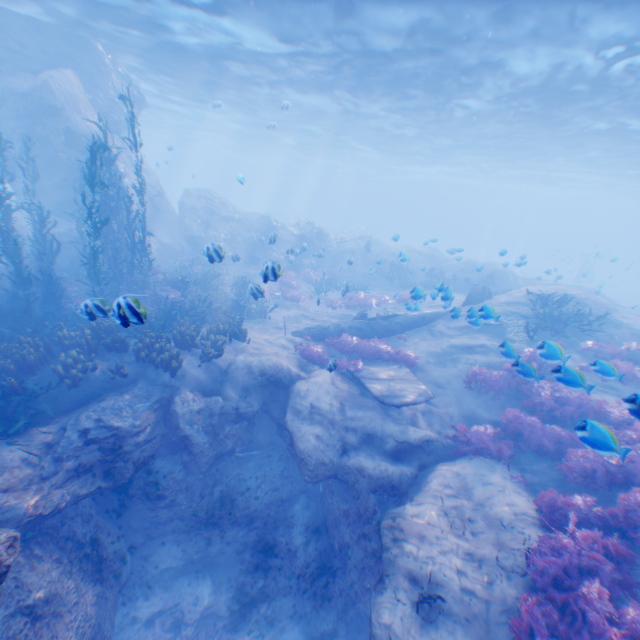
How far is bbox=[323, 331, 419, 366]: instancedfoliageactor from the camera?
12.7m

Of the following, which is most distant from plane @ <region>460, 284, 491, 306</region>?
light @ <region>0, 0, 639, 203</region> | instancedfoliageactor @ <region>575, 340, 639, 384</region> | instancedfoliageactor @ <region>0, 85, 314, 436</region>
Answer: light @ <region>0, 0, 639, 203</region>

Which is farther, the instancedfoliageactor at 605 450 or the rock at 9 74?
the rock at 9 74

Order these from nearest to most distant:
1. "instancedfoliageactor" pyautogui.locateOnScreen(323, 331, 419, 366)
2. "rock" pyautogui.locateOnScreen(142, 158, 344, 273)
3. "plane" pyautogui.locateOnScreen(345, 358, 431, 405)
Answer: "plane" pyautogui.locateOnScreen(345, 358, 431, 405) < "instancedfoliageactor" pyautogui.locateOnScreen(323, 331, 419, 366) < "rock" pyautogui.locateOnScreen(142, 158, 344, 273)

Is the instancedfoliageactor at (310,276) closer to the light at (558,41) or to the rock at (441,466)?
the rock at (441,466)

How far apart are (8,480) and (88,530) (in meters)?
2.36
